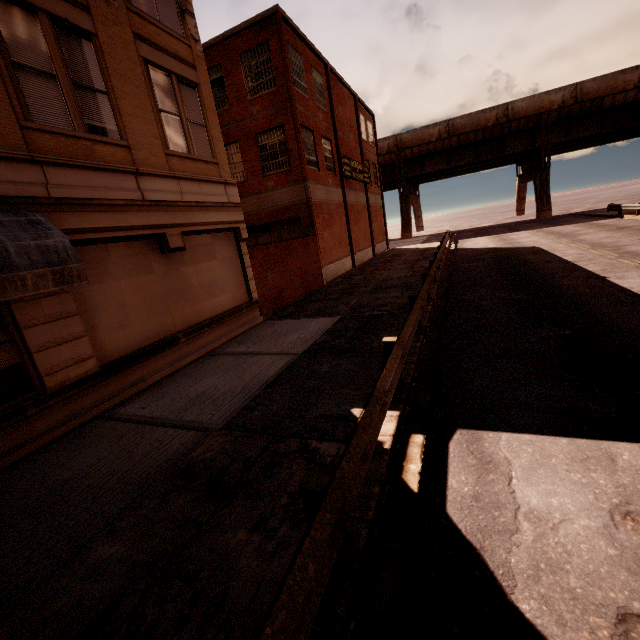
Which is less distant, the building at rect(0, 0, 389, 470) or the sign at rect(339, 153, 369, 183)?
the building at rect(0, 0, 389, 470)

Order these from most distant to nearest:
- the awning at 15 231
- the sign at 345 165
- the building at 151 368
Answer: the sign at 345 165 < the building at 151 368 < the awning at 15 231

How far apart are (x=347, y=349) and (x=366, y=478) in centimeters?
464cm

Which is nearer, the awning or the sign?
the awning

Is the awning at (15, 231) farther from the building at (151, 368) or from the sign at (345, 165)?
the sign at (345, 165)

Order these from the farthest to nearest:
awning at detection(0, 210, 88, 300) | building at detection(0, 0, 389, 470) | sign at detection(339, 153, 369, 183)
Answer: sign at detection(339, 153, 369, 183)
building at detection(0, 0, 389, 470)
awning at detection(0, 210, 88, 300)

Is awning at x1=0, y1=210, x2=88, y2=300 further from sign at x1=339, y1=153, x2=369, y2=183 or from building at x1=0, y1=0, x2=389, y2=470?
sign at x1=339, y1=153, x2=369, y2=183
